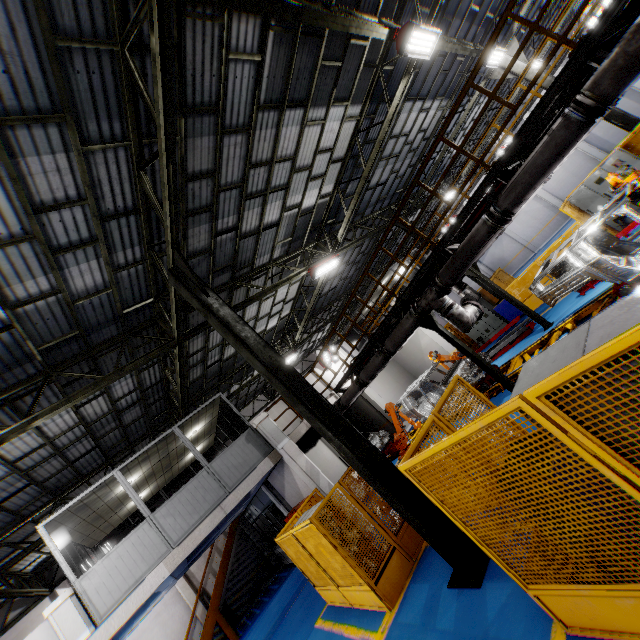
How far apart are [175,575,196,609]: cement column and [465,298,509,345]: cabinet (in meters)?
20.33

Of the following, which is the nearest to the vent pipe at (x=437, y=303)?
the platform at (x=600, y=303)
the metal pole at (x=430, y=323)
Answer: the metal pole at (x=430, y=323)

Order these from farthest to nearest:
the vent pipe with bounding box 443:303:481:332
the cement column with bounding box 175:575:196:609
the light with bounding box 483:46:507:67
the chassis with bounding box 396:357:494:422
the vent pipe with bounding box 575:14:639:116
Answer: the cement column with bounding box 175:575:196:609
the light with bounding box 483:46:507:67
the chassis with bounding box 396:357:494:422
the vent pipe with bounding box 443:303:481:332
the vent pipe with bounding box 575:14:639:116

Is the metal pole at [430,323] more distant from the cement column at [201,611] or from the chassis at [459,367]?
the cement column at [201,611]

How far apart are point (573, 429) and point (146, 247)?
8.25m

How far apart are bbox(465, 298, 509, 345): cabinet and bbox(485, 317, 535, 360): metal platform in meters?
3.0

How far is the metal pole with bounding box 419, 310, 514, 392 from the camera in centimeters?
855cm

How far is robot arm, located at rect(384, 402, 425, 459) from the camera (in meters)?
10.96
